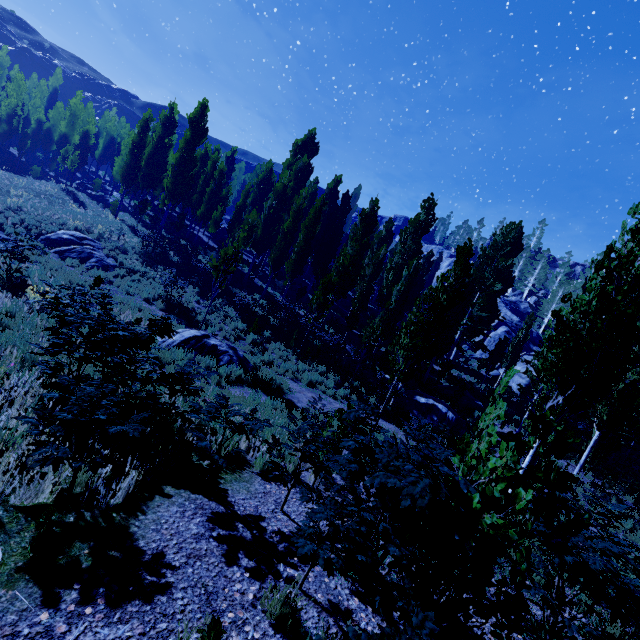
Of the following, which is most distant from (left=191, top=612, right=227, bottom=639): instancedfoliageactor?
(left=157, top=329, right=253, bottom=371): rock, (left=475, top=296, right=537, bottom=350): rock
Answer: (left=157, top=329, right=253, bottom=371): rock

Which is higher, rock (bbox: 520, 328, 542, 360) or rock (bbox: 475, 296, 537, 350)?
rock (bbox: 475, 296, 537, 350)

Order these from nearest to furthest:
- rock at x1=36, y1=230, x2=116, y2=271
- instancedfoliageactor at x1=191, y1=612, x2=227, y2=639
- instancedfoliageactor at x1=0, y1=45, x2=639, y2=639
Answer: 1. instancedfoliageactor at x1=191, y1=612, x2=227, y2=639
2. instancedfoliageactor at x1=0, y1=45, x2=639, y2=639
3. rock at x1=36, y1=230, x2=116, y2=271

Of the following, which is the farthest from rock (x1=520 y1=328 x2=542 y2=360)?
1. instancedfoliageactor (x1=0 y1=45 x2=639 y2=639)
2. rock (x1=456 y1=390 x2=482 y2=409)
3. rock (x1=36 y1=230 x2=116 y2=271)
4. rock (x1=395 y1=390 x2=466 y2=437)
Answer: rock (x1=36 y1=230 x2=116 y2=271)

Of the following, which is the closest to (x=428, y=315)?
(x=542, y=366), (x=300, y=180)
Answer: (x=542, y=366)

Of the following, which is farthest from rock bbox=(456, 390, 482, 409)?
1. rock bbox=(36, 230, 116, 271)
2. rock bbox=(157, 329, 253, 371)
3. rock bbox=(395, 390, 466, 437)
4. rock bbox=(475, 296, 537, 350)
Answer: rock bbox=(36, 230, 116, 271)

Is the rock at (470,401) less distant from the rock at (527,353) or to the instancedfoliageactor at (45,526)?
the instancedfoliageactor at (45,526)

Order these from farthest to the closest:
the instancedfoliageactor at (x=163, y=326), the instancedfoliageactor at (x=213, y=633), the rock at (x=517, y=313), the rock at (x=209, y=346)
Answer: the rock at (x=517, y=313), the rock at (x=209, y=346), the instancedfoliageactor at (x=163, y=326), the instancedfoliageactor at (x=213, y=633)
